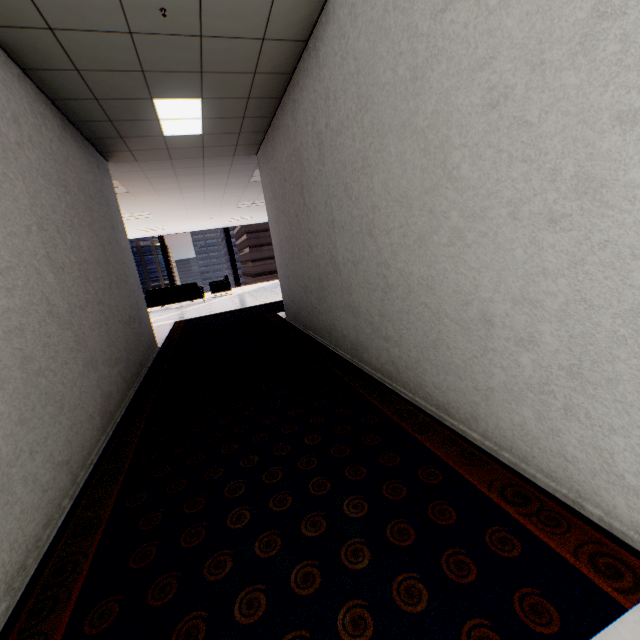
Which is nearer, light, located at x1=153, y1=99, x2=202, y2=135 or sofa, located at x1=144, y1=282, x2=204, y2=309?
light, located at x1=153, y1=99, x2=202, y2=135

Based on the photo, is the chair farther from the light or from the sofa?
the light

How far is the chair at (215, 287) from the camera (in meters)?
12.75

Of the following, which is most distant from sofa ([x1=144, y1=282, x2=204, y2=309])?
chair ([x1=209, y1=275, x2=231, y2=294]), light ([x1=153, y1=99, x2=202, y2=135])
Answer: light ([x1=153, y1=99, x2=202, y2=135])

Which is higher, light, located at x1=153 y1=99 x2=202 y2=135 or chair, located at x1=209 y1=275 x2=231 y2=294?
light, located at x1=153 y1=99 x2=202 y2=135

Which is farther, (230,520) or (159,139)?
(159,139)

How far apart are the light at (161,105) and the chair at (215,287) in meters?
8.8
